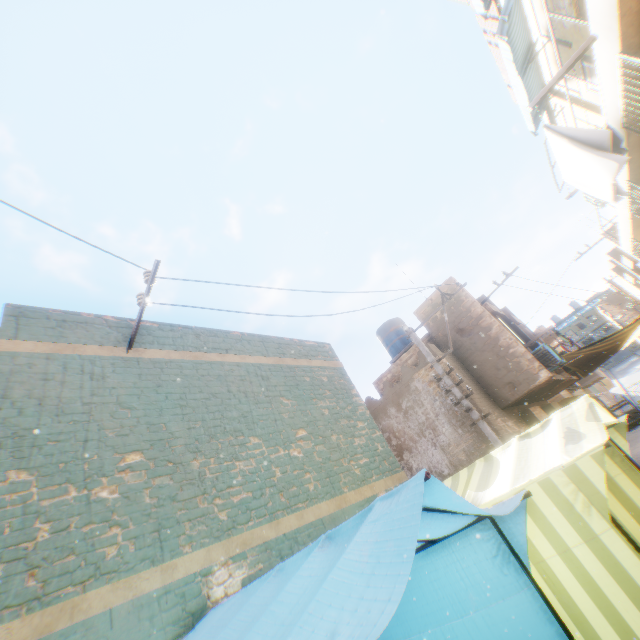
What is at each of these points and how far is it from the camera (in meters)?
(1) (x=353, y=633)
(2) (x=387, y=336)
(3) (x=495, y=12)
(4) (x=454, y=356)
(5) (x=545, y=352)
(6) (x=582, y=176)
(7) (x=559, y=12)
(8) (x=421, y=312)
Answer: (1) tent, 1.26
(2) water tank, 16.17
(3) wooden shield, 9.25
(4) building, 12.06
(5) air conditioner, 11.28
(6) dryer, 6.87
(7) building, 7.75
(8) building, 13.53

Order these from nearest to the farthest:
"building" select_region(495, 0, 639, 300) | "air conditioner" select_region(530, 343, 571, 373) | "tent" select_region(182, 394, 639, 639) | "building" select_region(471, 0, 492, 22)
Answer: "tent" select_region(182, 394, 639, 639) → "building" select_region(495, 0, 639, 300) → "building" select_region(471, 0, 492, 22) → "air conditioner" select_region(530, 343, 571, 373)

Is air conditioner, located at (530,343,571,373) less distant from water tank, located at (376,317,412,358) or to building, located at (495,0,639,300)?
building, located at (495,0,639,300)

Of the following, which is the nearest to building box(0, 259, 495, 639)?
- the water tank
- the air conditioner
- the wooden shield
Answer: the air conditioner

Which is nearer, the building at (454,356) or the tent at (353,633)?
the tent at (353,633)

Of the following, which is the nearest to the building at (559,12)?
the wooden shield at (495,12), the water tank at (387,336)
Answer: the wooden shield at (495,12)

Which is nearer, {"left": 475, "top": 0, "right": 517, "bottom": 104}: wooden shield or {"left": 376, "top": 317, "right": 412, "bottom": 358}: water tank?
{"left": 475, "top": 0, "right": 517, "bottom": 104}: wooden shield

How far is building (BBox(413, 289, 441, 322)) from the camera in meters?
13.1 m
